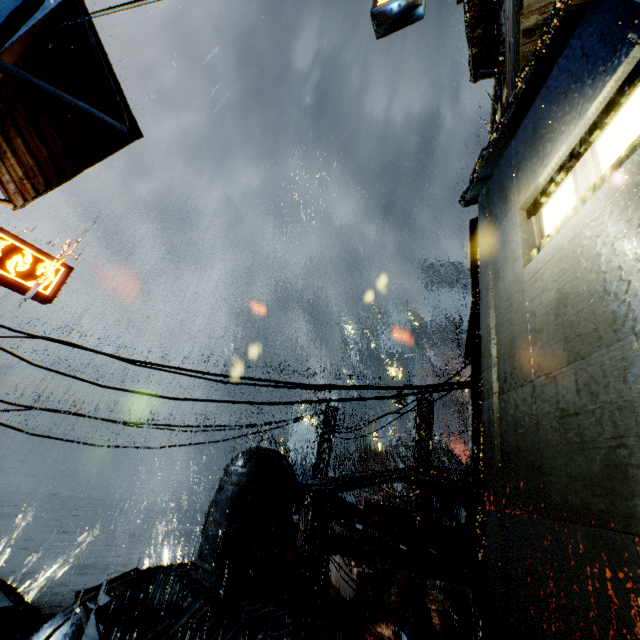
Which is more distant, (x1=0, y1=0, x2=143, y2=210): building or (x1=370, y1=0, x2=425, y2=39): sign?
(x1=370, y1=0, x2=425, y2=39): sign

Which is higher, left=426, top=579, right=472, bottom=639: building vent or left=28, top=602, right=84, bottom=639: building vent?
left=426, top=579, right=472, bottom=639: building vent

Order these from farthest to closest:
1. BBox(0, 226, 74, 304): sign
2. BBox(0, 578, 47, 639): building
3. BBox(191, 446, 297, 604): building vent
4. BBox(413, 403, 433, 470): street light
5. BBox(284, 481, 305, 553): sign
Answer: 1. BBox(0, 578, 47, 639): building
2. BBox(413, 403, 433, 470): street light
3. BBox(284, 481, 305, 553): sign
4. BBox(191, 446, 297, 604): building vent
5. BBox(0, 226, 74, 304): sign

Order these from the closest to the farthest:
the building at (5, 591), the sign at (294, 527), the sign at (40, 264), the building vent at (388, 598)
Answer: the sign at (40, 264) → the sign at (294, 527) → the building vent at (388, 598) → the building at (5, 591)

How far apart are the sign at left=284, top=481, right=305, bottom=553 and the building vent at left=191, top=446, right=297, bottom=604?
0.0m

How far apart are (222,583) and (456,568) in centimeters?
1072cm

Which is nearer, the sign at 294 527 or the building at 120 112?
the building at 120 112

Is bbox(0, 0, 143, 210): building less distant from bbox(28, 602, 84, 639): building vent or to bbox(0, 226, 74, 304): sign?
bbox(0, 226, 74, 304): sign
